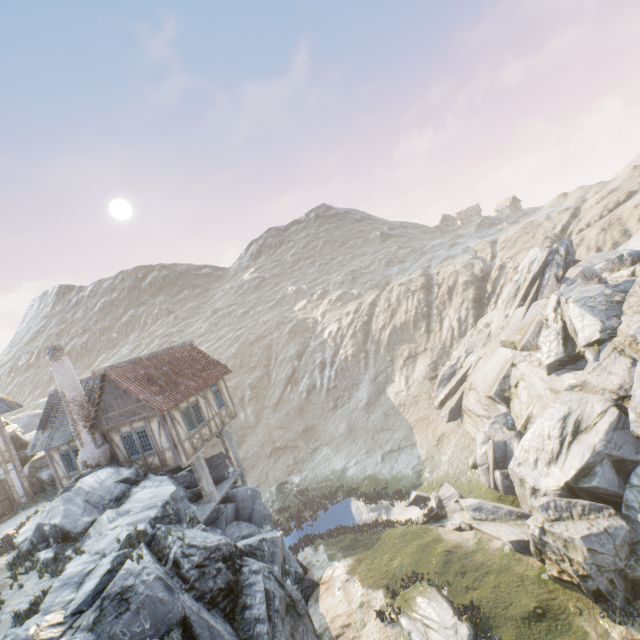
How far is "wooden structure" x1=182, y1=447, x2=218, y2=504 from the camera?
17.66m

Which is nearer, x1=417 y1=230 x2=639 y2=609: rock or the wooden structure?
x1=417 y1=230 x2=639 y2=609: rock

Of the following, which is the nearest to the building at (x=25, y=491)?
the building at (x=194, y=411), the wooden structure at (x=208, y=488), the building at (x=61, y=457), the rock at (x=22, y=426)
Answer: the building at (x=61, y=457)

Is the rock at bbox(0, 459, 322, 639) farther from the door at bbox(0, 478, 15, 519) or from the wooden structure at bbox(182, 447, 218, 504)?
the door at bbox(0, 478, 15, 519)

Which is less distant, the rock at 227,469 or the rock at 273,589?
the rock at 273,589

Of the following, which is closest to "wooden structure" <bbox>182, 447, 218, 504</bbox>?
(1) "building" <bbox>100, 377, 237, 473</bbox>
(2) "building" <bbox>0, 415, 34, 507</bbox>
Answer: (1) "building" <bbox>100, 377, 237, 473</bbox>

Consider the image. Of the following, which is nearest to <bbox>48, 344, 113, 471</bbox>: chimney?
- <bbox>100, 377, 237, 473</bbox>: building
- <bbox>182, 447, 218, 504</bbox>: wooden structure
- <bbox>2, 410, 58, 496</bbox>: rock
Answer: <bbox>100, 377, 237, 473</bbox>: building

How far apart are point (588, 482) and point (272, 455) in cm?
2710
